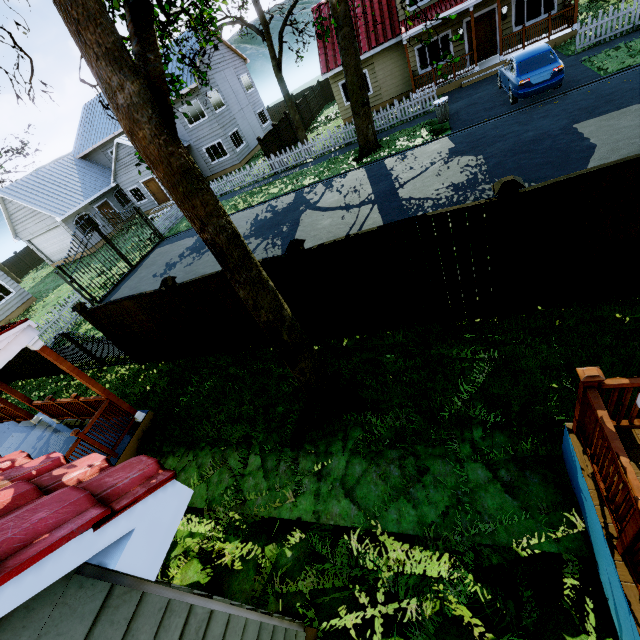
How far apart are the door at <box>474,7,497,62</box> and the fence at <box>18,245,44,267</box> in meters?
43.0 m

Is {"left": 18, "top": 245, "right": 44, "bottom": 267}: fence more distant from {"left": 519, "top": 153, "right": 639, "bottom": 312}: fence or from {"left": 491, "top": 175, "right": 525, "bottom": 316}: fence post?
{"left": 491, "top": 175, "right": 525, "bottom": 316}: fence post

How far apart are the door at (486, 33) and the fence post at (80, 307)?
23.2 meters

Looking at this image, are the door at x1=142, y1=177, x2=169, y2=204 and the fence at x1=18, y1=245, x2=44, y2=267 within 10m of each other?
no

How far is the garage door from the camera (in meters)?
25.77

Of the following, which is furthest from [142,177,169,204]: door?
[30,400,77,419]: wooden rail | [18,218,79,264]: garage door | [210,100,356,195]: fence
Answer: [30,400,77,419]: wooden rail

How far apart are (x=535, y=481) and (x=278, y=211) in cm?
1503

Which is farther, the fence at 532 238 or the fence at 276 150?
the fence at 276 150
